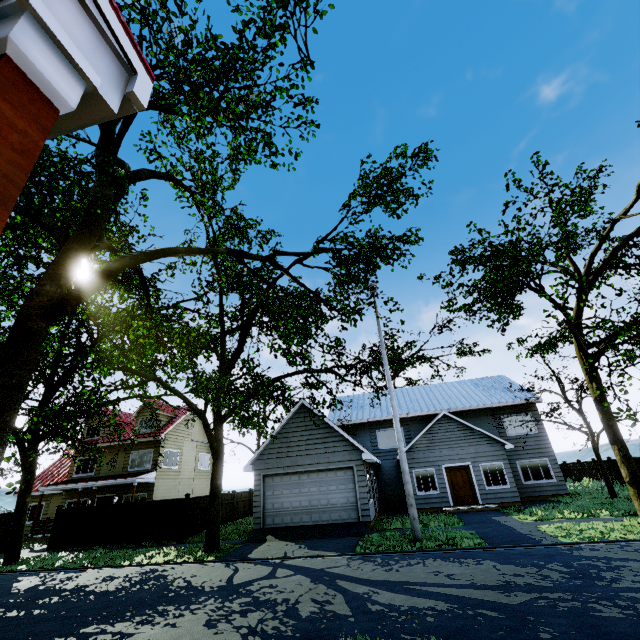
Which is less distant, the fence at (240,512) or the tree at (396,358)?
the tree at (396,358)

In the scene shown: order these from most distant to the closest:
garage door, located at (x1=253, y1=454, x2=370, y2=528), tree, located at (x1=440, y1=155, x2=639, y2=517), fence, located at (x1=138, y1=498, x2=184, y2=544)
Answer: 1. fence, located at (x1=138, y1=498, x2=184, y2=544)
2. garage door, located at (x1=253, y1=454, x2=370, y2=528)
3. tree, located at (x1=440, y1=155, x2=639, y2=517)

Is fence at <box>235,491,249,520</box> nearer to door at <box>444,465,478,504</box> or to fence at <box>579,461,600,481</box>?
door at <box>444,465,478,504</box>

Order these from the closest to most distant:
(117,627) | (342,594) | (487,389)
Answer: (117,627), (342,594), (487,389)

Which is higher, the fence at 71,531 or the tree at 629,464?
the tree at 629,464

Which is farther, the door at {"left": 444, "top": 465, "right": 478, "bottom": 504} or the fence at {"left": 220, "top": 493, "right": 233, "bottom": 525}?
the fence at {"left": 220, "top": 493, "right": 233, "bottom": 525}

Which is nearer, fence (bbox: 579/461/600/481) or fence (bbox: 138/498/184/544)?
fence (bbox: 138/498/184/544)
